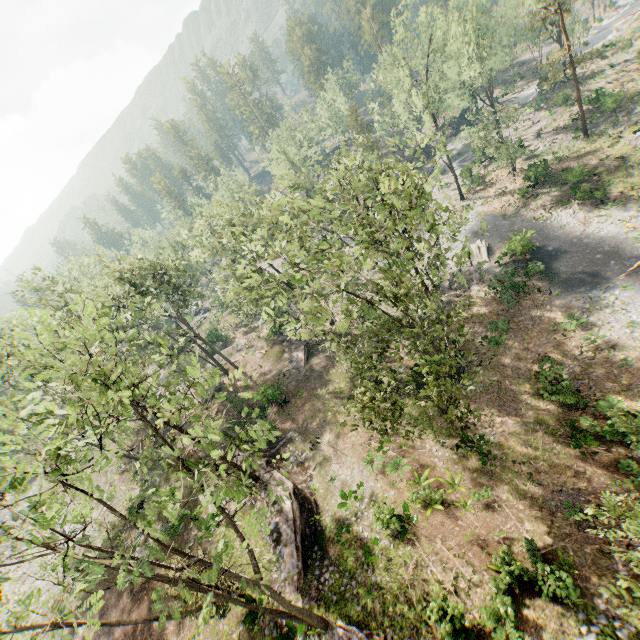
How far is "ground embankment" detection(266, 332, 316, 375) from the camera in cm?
3522

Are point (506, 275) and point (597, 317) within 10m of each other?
yes

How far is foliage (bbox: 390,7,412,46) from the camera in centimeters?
3372cm

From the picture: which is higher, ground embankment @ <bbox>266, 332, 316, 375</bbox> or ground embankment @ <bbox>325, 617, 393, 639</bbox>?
ground embankment @ <bbox>325, 617, 393, 639</bbox>

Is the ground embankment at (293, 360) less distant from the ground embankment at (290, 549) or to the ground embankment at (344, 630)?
the ground embankment at (290, 549)

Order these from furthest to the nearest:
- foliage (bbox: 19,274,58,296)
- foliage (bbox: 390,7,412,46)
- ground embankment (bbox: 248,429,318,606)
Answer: foliage (bbox: 390,7,412,46)
foliage (bbox: 19,274,58,296)
ground embankment (bbox: 248,429,318,606)

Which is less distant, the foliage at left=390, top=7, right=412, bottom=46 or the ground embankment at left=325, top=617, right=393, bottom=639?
the ground embankment at left=325, top=617, right=393, bottom=639

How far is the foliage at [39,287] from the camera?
28.0 meters
